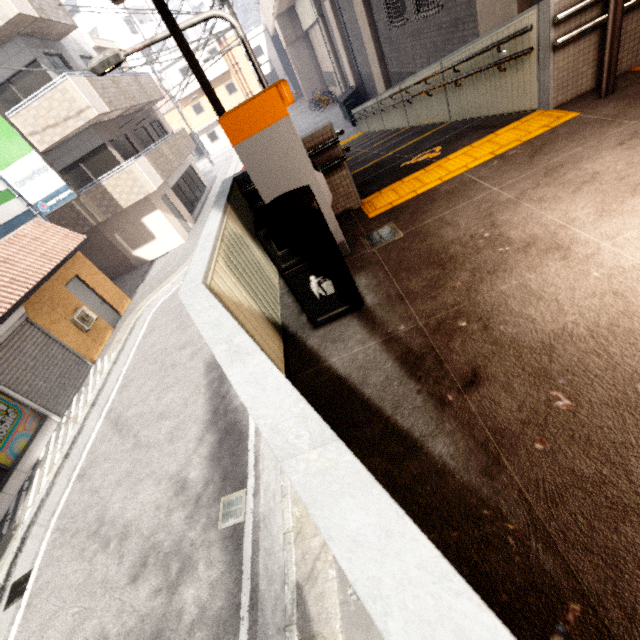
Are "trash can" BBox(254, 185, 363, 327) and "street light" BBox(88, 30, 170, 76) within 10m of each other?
yes

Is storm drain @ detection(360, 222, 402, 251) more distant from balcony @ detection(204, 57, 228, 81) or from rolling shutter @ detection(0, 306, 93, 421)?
balcony @ detection(204, 57, 228, 81)

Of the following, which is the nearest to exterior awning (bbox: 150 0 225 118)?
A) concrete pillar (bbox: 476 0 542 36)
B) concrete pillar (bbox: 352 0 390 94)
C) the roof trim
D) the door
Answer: concrete pillar (bbox: 476 0 542 36)

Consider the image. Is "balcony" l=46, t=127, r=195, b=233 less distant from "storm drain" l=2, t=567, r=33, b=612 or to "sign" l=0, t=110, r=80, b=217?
"sign" l=0, t=110, r=80, b=217

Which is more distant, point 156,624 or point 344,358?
point 156,624

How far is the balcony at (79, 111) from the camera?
11.4m

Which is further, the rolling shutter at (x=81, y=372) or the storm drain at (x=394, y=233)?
the rolling shutter at (x=81, y=372)

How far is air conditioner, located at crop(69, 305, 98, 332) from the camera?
10.5 meters
